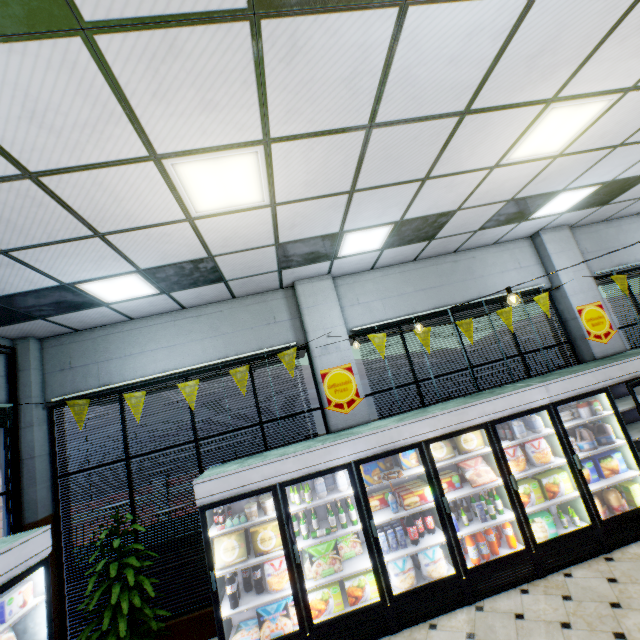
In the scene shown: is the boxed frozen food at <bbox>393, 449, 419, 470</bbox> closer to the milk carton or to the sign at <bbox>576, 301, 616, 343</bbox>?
the milk carton

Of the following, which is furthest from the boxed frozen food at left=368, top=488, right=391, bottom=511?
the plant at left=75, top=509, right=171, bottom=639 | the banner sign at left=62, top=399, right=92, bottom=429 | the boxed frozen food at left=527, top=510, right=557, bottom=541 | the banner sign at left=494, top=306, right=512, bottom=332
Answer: the banner sign at left=62, top=399, right=92, bottom=429

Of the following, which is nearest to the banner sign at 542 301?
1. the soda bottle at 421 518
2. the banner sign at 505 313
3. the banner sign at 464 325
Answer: the banner sign at 505 313

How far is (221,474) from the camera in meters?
4.1

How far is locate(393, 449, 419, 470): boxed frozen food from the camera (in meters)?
4.63

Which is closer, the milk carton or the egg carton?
the milk carton

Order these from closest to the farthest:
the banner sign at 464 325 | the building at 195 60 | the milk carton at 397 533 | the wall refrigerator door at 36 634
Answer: the building at 195 60
the wall refrigerator door at 36 634
the milk carton at 397 533
the banner sign at 464 325

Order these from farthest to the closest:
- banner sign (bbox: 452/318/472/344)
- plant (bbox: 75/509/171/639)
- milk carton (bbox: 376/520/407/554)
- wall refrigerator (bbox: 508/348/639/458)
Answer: banner sign (bbox: 452/318/472/344)
wall refrigerator (bbox: 508/348/639/458)
milk carton (bbox: 376/520/407/554)
plant (bbox: 75/509/171/639)
